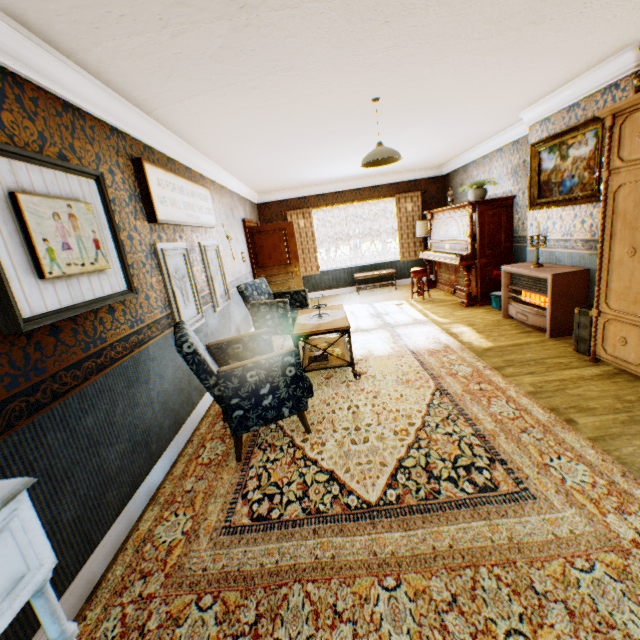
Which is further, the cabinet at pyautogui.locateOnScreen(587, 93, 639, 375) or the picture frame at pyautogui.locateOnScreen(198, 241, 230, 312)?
the picture frame at pyautogui.locateOnScreen(198, 241, 230, 312)

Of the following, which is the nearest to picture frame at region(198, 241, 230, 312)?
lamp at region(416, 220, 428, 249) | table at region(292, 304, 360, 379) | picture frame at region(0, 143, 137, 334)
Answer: table at region(292, 304, 360, 379)

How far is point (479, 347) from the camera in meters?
4.5

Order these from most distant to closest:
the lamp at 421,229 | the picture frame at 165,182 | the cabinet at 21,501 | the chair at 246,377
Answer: the lamp at 421,229
the picture frame at 165,182
the chair at 246,377
the cabinet at 21,501

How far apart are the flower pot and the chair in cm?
532

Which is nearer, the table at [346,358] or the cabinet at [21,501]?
the cabinet at [21,501]

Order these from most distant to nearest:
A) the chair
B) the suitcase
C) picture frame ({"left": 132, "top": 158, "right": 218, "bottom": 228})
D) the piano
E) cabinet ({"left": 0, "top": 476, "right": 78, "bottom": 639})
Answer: the piano → the suitcase → picture frame ({"left": 132, "top": 158, "right": 218, "bottom": 228}) → the chair → cabinet ({"left": 0, "top": 476, "right": 78, "bottom": 639})

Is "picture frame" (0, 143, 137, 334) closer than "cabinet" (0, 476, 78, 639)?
No
